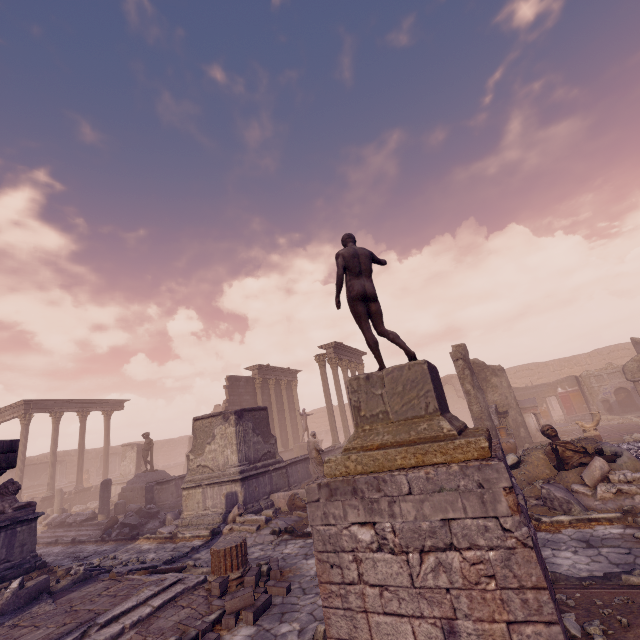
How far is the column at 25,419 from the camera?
20.88m

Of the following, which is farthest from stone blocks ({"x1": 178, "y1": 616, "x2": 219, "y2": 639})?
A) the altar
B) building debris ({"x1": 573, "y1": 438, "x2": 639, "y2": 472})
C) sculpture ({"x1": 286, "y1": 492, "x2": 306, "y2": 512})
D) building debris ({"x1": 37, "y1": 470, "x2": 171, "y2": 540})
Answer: the altar

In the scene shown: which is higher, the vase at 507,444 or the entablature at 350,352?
the entablature at 350,352

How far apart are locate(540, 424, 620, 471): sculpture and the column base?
7.4 meters

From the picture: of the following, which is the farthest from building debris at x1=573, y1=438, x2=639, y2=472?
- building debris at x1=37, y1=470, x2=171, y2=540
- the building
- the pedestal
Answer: building debris at x1=37, y1=470, x2=171, y2=540

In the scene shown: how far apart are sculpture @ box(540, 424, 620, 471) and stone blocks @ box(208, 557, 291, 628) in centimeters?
687cm

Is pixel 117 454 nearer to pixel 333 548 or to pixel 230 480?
pixel 230 480

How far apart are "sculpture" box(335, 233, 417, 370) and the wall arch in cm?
3181
